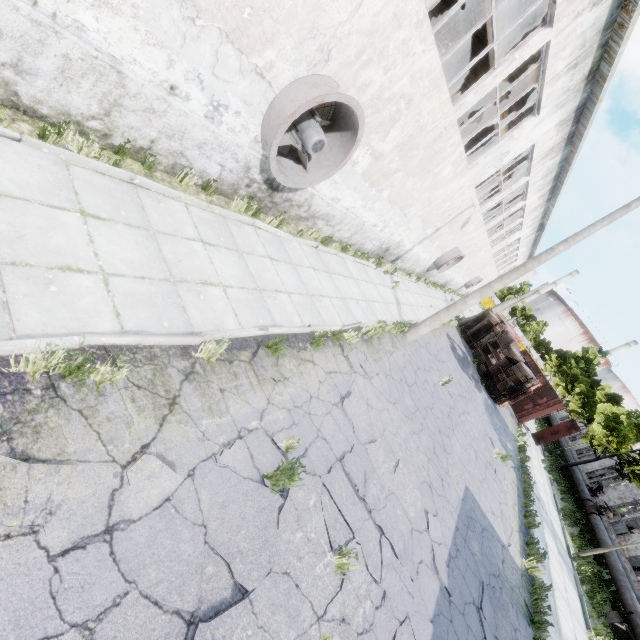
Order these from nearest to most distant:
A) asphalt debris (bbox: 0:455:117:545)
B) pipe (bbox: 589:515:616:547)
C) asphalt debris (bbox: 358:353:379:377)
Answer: asphalt debris (bbox: 0:455:117:545), asphalt debris (bbox: 358:353:379:377), pipe (bbox: 589:515:616:547)

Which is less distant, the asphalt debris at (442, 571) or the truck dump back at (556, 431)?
the asphalt debris at (442, 571)

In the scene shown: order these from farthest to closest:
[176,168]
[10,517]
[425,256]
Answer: [425,256] → [176,168] → [10,517]

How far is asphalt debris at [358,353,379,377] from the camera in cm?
841

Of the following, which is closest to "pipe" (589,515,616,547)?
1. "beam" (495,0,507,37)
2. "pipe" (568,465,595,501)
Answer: "pipe" (568,465,595,501)

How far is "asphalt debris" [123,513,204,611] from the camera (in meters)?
2.80

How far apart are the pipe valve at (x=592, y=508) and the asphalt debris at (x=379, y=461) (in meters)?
19.19

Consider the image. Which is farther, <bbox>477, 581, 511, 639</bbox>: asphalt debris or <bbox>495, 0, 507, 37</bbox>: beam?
<bbox>495, 0, 507, 37</bbox>: beam
